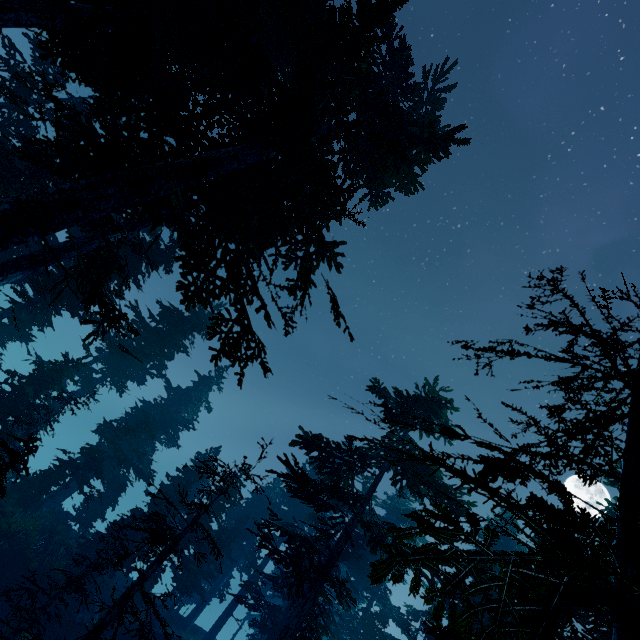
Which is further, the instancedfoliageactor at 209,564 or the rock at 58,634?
the rock at 58,634

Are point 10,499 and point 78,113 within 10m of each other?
no

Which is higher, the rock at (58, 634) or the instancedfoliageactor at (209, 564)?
the instancedfoliageactor at (209, 564)

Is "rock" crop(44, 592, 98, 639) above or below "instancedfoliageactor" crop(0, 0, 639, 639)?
below

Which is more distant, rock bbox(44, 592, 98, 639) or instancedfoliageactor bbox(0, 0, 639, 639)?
rock bbox(44, 592, 98, 639)
